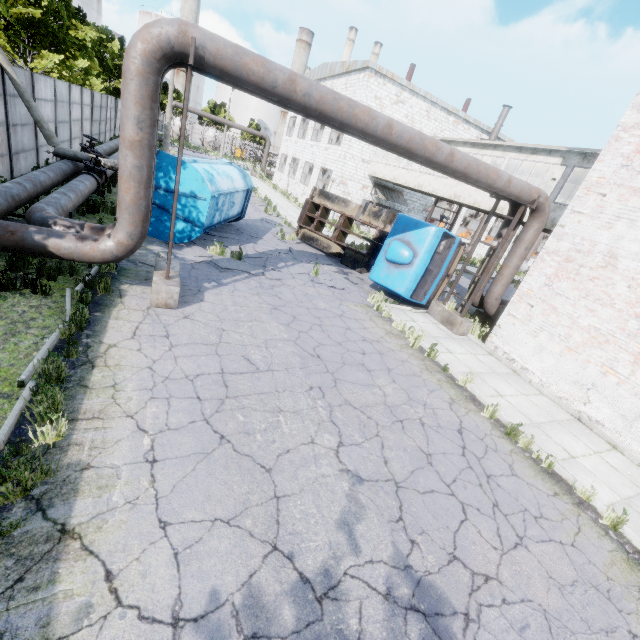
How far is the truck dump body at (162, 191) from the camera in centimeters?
1012cm

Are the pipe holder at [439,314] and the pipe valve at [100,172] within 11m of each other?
no

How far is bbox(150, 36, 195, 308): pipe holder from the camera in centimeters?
585cm

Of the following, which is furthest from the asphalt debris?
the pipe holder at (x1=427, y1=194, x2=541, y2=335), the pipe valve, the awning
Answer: the awning

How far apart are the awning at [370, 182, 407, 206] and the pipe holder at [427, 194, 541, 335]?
16.15m

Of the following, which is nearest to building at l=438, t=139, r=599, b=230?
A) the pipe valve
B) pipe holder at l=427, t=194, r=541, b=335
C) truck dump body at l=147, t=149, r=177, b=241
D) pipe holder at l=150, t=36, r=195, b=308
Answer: pipe holder at l=427, t=194, r=541, b=335

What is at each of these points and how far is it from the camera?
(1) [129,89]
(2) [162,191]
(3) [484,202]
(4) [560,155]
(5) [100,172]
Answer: (1) pipe, 5.5m
(2) truck dump body, 10.5m
(3) building, 16.8m
(4) building, 13.7m
(5) pipe valve, 11.6m

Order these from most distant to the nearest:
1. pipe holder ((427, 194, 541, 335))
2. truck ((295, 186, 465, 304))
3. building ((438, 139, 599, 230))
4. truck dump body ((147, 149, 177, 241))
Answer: building ((438, 139, 599, 230)), truck ((295, 186, 465, 304)), pipe holder ((427, 194, 541, 335)), truck dump body ((147, 149, 177, 241))
